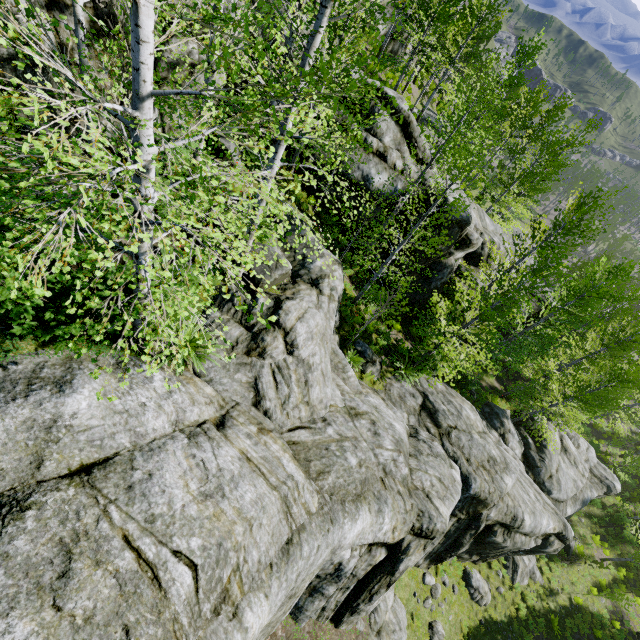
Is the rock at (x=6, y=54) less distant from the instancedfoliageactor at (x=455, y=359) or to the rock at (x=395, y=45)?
the instancedfoliageactor at (x=455, y=359)

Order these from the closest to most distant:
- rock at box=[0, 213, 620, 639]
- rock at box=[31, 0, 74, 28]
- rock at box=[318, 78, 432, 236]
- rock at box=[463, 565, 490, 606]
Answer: rock at box=[0, 213, 620, 639]
rock at box=[31, 0, 74, 28]
rock at box=[318, 78, 432, 236]
rock at box=[463, 565, 490, 606]

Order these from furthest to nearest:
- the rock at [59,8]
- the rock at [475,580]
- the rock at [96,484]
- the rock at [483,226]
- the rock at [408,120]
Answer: the rock at [475,580], the rock at [483,226], the rock at [408,120], the rock at [59,8], the rock at [96,484]

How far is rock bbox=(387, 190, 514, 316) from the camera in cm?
1496

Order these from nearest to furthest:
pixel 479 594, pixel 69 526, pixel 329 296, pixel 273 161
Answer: pixel 69 526 < pixel 273 161 < pixel 329 296 < pixel 479 594

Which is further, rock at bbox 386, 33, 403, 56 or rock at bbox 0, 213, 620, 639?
rock at bbox 386, 33, 403, 56

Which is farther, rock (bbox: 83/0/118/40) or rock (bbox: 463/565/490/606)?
rock (bbox: 463/565/490/606)
